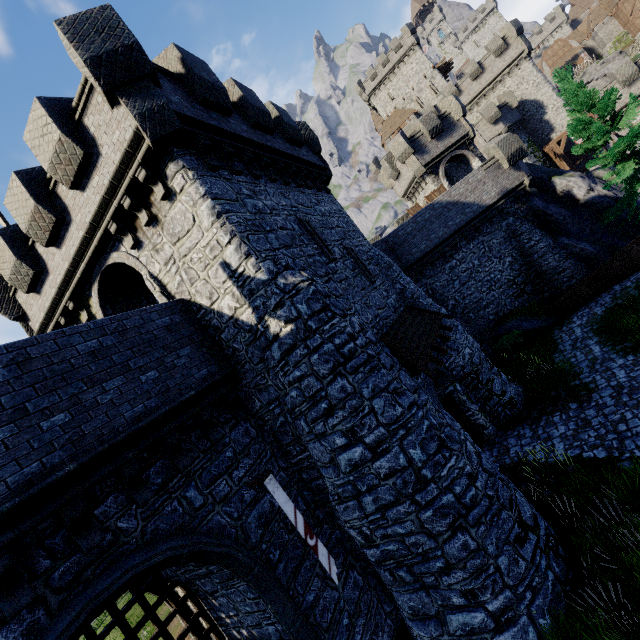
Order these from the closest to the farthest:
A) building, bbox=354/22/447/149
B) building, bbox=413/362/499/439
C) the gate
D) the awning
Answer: the gate
the awning
building, bbox=413/362/499/439
building, bbox=354/22/447/149

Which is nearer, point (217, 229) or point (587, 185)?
point (217, 229)

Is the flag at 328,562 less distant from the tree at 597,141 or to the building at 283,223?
the building at 283,223

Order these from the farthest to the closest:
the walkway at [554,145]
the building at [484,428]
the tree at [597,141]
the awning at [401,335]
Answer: the walkway at [554,145] → the tree at [597,141] → the building at [484,428] → the awning at [401,335]

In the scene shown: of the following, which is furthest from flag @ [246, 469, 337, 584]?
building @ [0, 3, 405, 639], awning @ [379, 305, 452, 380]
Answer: awning @ [379, 305, 452, 380]

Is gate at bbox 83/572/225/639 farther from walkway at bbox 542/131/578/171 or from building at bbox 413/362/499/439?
walkway at bbox 542/131/578/171

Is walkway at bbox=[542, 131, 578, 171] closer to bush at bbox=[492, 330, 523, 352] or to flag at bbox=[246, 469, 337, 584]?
bush at bbox=[492, 330, 523, 352]

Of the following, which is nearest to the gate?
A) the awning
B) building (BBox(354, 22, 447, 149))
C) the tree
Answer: the awning
